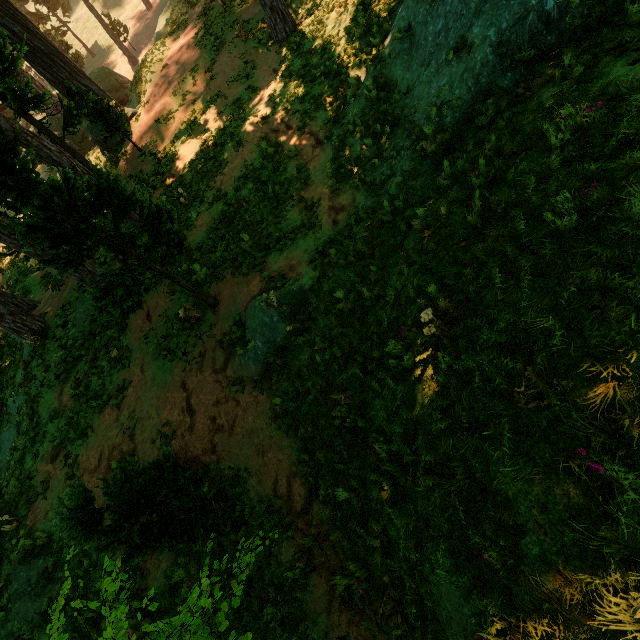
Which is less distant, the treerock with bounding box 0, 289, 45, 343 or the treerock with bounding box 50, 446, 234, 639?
the treerock with bounding box 50, 446, 234, 639

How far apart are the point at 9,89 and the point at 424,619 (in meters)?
19.06

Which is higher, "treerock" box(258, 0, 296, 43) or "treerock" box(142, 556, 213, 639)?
"treerock" box(142, 556, 213, 639)

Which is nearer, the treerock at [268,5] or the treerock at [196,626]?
the treerock at [196,626]

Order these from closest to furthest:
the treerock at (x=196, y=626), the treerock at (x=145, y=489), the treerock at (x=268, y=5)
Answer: the treerock at (x=196, y=626) < the treerock at (x=145, y=489) < the treerock at (x=268, y=5)
